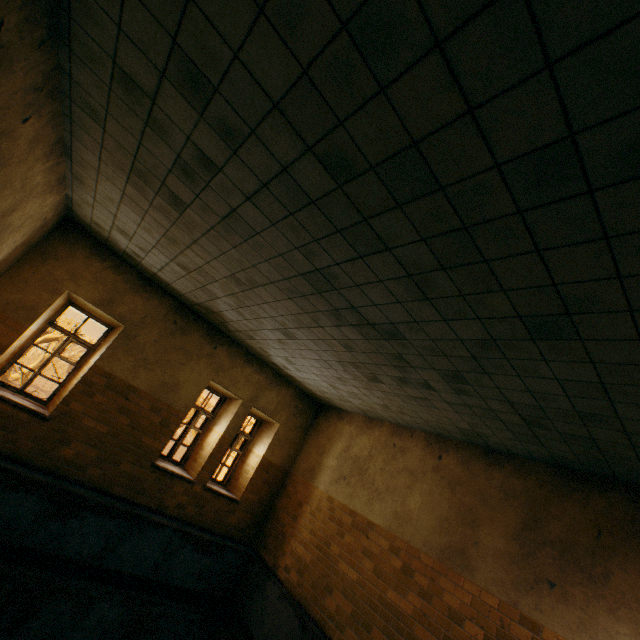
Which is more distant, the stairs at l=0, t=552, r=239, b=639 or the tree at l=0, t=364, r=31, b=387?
the tree at l=0, t=364, r=31, b=387

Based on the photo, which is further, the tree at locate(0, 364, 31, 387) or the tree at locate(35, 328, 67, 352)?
the tree at locate(35, 328, 67, 352)

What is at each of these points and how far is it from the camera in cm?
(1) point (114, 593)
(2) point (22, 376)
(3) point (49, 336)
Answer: (1) stairs, 602
(2) tree, 1239
(3) tree, 3409

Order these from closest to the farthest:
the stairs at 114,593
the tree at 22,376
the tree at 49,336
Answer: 1. the stairs at 114,593
2. the tree at 22,376
3. the tree at 49,336

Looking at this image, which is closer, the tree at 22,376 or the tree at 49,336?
the tree at 22,376

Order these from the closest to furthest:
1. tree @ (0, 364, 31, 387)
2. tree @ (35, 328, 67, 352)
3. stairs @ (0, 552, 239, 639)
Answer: stairs @ (0, 552, 239, 639) → tree @ (0, 364, 31, 387) → tree @ (35, 328, 67, 352)
